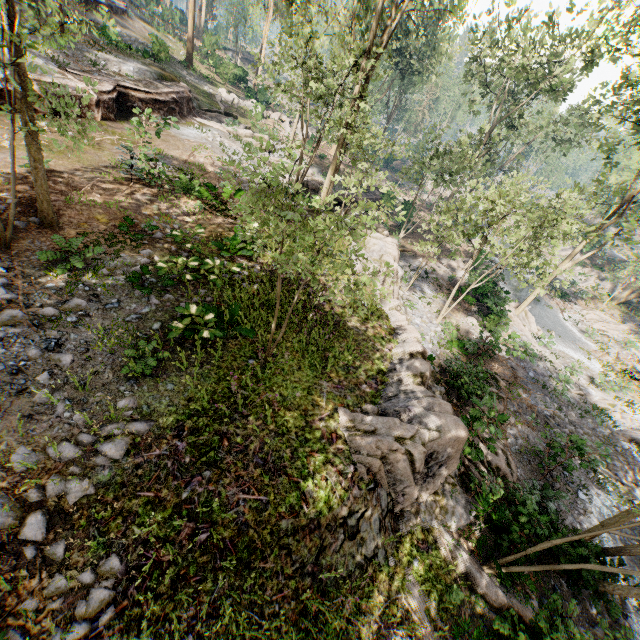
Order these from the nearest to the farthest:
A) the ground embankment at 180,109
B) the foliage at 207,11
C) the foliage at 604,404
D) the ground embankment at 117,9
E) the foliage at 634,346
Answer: the ground embankment at 180,109 < the foliage at 604,404 < the ground embankment at 117,9 < the foliage at 634,346 < the foliage at 207,11

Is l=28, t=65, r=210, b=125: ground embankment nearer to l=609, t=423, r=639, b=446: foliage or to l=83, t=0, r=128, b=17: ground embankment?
l=609, t=423, r=639, b=446: foliage

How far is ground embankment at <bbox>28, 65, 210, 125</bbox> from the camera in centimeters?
1503cm

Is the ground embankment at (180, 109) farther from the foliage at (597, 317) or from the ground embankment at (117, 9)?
the ground embankment at (117, 9)

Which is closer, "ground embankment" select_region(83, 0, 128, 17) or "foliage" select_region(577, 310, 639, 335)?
"ground embankment" select_region(83, 0, 128, 17)

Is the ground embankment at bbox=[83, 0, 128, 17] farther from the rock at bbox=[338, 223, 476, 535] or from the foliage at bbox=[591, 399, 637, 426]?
the rock at bbox=[338, 223, 476, 535]

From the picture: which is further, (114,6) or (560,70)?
(114,6)
